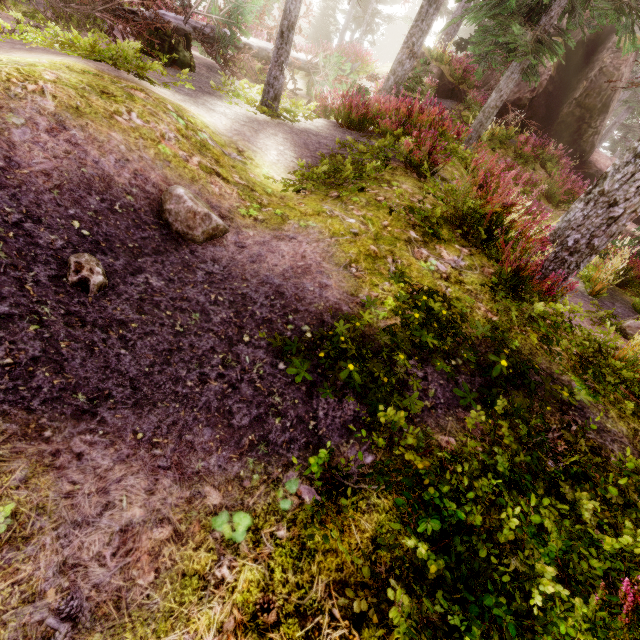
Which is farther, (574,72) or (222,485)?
(574,72)

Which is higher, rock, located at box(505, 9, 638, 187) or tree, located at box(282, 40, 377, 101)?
rock, located at box(505, 9, 638, 187)

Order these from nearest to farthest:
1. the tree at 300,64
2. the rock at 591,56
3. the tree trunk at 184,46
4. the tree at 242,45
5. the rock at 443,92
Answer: the tree at 242,45 < the tree trunk at 184,46 < the tree at 300,64 < the rock at 591,56 < the rock at 443,92

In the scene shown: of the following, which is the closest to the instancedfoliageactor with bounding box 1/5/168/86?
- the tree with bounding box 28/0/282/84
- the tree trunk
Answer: the tree with bounding box 28/0/282/84

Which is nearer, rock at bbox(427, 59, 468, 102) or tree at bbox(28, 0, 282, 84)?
tree at bbox(28, 0, 282, 84)

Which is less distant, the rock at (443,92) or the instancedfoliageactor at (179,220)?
the instancedfoliageactor at (179,220)

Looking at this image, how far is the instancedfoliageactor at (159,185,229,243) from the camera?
3.3m
